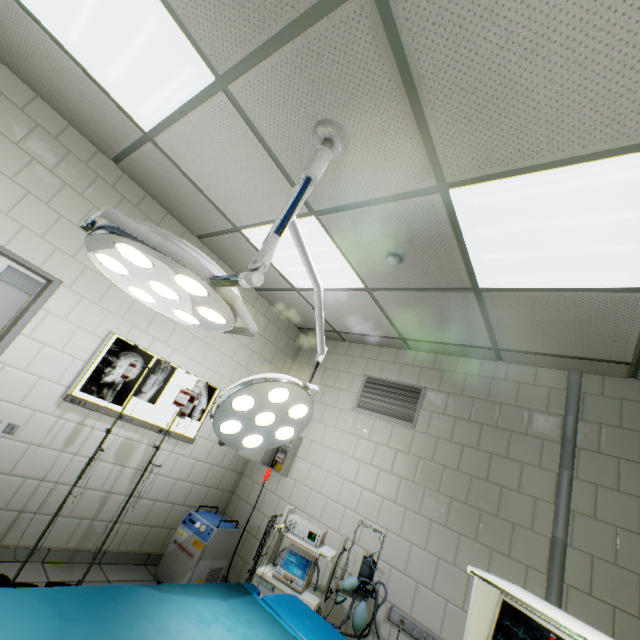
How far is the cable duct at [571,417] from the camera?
2.33m

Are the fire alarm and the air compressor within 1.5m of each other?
no

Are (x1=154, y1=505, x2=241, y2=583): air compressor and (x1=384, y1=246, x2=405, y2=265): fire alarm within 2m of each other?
no

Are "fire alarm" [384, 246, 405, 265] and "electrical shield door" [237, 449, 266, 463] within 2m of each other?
no

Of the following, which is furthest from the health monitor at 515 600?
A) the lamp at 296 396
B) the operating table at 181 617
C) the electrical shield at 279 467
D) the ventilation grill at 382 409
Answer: the electrical shield at 279 467

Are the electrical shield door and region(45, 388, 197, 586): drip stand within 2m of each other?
yes

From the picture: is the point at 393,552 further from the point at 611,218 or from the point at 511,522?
the point at 611,218

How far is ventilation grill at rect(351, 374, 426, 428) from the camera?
3.6 meters
